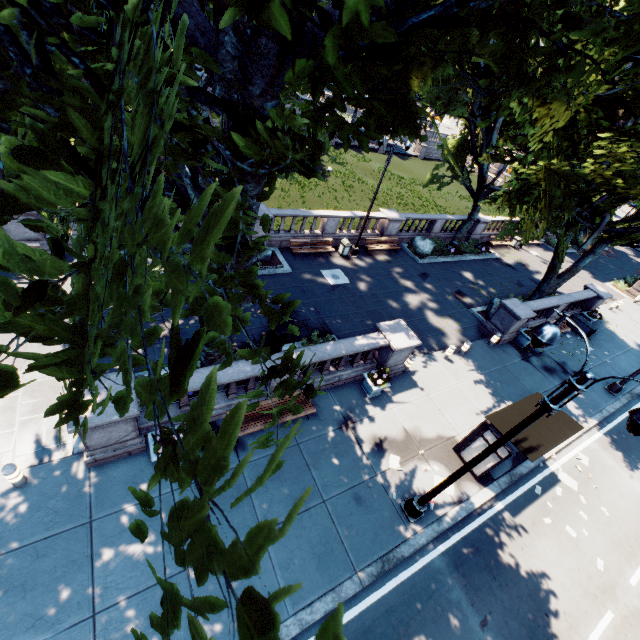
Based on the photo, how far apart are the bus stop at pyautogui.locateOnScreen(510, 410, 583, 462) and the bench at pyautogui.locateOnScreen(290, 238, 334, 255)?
12.8m

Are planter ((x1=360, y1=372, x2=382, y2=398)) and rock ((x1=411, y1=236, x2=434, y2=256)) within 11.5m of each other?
no

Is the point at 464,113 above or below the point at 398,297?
above

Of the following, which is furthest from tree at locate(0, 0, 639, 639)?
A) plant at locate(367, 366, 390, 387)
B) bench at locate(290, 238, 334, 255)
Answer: plant at locate(367, 366, 390, 387)

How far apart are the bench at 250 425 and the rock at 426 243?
16.3m

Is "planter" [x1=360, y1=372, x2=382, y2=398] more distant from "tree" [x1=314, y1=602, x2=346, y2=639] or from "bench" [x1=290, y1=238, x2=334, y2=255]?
"bench" [x1=290, y1=238, x2=334, y2=255]

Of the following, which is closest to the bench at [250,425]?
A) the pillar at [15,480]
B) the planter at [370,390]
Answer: the planter at [370,390]

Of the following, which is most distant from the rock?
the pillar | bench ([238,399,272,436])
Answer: the pillar
